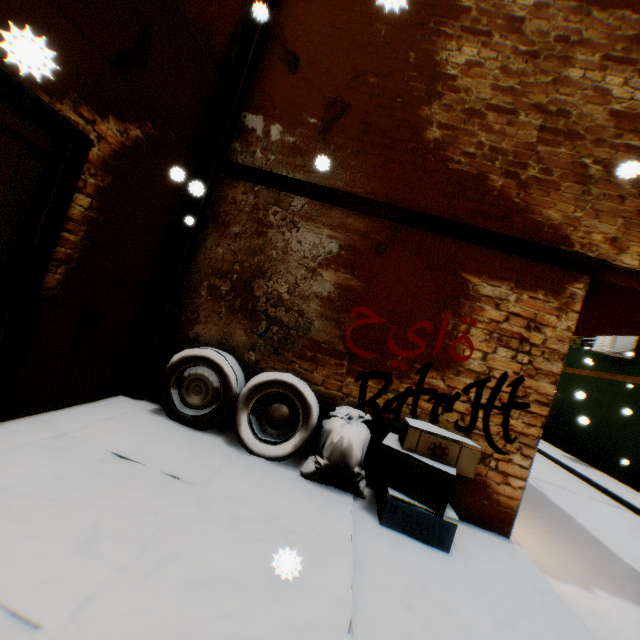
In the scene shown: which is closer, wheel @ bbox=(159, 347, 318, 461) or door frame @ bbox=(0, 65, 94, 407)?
door frame @ bbox=(0, 65, 94, 407)

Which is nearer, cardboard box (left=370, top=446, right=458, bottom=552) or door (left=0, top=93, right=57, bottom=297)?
door (left=0, top=93, right=57, bottom=297)

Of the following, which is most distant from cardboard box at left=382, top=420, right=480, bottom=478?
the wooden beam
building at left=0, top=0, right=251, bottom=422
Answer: the wooden beam

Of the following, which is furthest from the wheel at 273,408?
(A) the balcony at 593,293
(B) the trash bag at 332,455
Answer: (A) the balcony at 593,293

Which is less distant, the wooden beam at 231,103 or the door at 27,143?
the door at 27,143

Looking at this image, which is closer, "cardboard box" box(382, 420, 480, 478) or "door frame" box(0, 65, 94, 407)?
"door frame" box(0, 65, 94, 407)

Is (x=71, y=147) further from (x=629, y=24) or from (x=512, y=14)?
(x=629, y=24)

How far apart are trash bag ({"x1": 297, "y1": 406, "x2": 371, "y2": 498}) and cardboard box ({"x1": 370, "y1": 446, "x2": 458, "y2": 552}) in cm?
11
